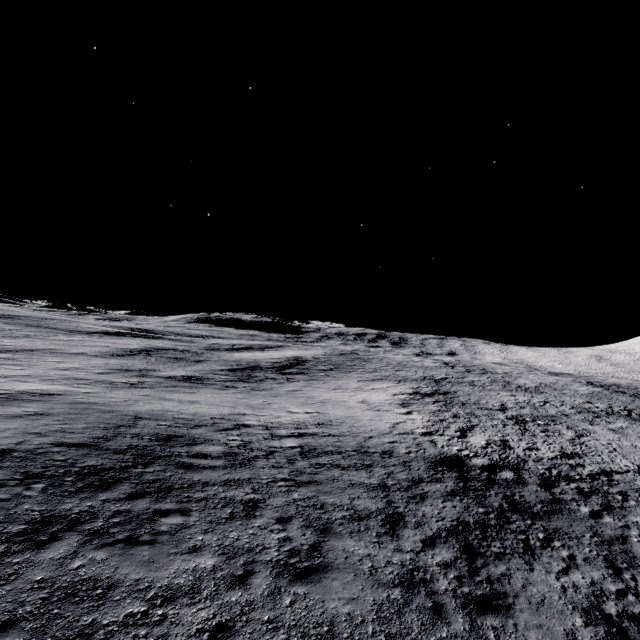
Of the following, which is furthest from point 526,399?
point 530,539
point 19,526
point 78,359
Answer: point 78,359
